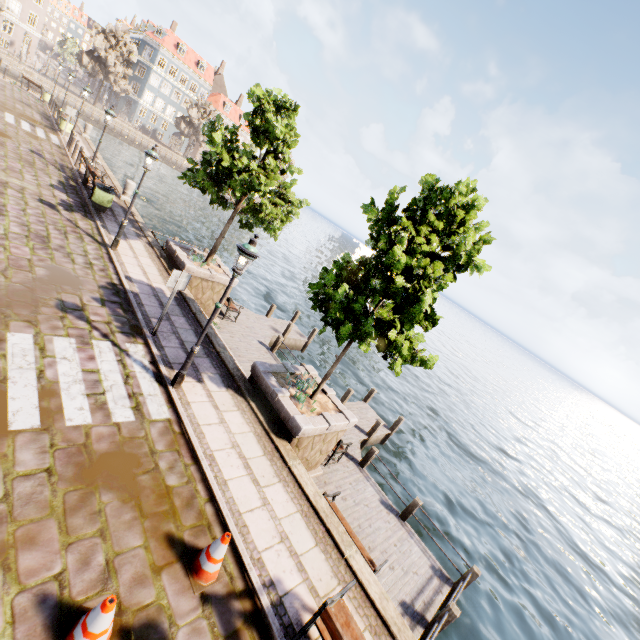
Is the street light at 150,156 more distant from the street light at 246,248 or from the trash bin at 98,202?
the street light at 246,248

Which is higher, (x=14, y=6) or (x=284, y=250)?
(x=14, y=6)

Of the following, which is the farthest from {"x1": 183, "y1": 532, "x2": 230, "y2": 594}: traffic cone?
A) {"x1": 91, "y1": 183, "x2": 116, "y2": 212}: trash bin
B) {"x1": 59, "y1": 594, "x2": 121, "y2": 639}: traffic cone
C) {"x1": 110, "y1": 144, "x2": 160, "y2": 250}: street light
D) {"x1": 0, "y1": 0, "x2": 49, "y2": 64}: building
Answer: {"x1": 0, "y1": 0, "x2": 49, "y2": 64}: building

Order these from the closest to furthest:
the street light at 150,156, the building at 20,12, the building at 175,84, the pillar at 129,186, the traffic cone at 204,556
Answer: the traffic cone at 204,556 < the street light at 150,156 < the pillar at 129,186 < the building at 20,12 < the building at 175,84

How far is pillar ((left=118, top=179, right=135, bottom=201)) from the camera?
16.48m

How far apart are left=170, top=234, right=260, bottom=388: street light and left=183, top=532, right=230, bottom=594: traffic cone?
3.3m

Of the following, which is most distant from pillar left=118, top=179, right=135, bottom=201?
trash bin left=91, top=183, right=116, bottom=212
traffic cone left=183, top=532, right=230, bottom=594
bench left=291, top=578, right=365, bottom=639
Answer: bench left=291, top=578, right=365, bottom=639

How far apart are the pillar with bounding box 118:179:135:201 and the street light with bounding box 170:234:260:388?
13.9m
